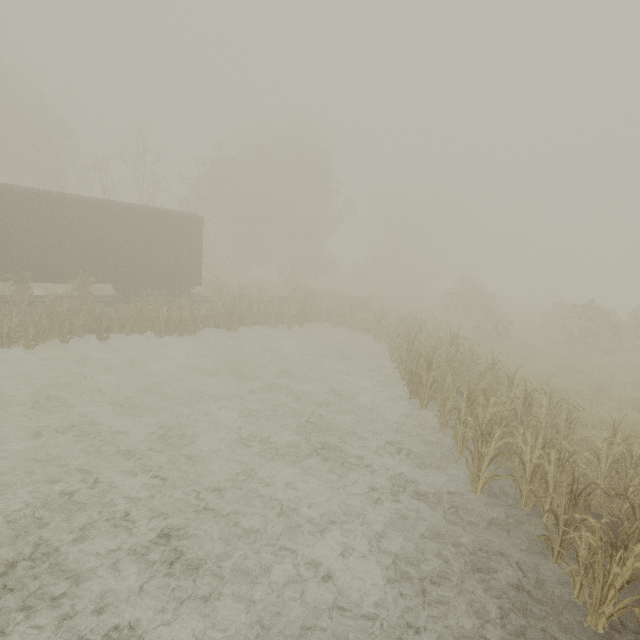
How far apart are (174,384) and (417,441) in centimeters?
752cm

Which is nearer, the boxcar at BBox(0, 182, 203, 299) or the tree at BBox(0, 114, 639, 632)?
the tree at BBox(0, 114, 639, 632)

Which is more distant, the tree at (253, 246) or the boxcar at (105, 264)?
the boxcar at (105, 264)
